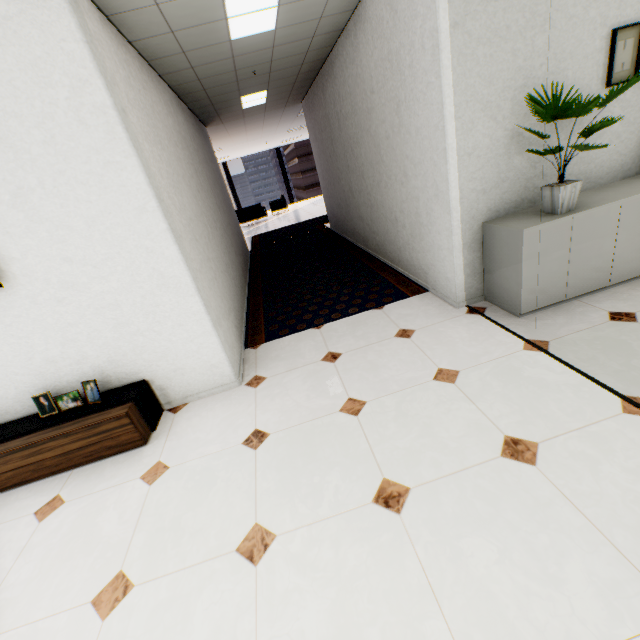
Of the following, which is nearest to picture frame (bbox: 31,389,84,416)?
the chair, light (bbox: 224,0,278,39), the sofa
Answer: light (bbox: 224,0,278,39)

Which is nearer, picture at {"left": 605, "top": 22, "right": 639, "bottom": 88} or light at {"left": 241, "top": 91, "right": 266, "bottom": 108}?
picture at {"left": 605, "top": 22, "right": 639, "bottom": 88}

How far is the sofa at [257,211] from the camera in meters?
14.0

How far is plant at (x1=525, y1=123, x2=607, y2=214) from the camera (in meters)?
2.30

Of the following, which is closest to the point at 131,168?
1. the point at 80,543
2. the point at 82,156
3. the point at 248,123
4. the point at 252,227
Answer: the point at 82,156

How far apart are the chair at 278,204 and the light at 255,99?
8.80m

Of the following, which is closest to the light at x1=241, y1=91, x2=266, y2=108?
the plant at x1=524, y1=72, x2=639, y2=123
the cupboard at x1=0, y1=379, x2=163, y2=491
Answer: the plant at x1=524, y1=72, x2=639, y2=123

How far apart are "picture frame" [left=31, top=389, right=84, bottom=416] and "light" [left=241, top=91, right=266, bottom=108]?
5.4 meters
